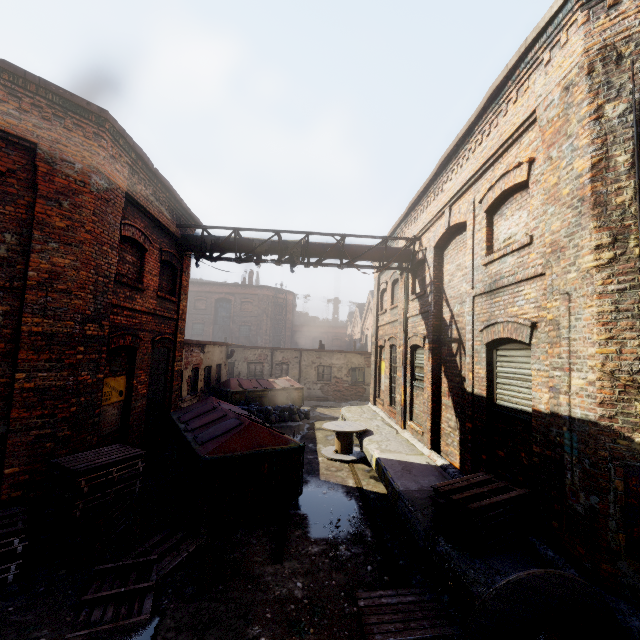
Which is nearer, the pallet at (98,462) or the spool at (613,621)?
the spool at (613,621)

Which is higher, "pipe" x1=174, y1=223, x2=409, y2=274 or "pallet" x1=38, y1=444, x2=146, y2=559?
"pipe" x1=174, y1=223, x2=409, y2=274

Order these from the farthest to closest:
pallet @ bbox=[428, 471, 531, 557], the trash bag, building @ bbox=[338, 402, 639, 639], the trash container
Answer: the trash bag → the trash container → pallet @ bbox=[428, 471, 531, 557] → building @ bbox=[338, 402, 639, 639]

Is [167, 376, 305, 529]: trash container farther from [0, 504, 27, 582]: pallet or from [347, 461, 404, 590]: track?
[347, 461, 404, 590]: track

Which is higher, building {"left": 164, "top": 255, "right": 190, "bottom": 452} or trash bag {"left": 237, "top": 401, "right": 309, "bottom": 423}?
building {"left": 164, "top": 255, "right": 190, "bottom": 452}

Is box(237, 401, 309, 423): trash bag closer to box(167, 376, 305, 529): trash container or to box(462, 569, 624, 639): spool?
box(167, 376, 305, 529): trash container

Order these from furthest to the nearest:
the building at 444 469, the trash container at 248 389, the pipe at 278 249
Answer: the pipe at 278 249 < the trash container at 248 389 < the building at 444 469

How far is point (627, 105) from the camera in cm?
383
